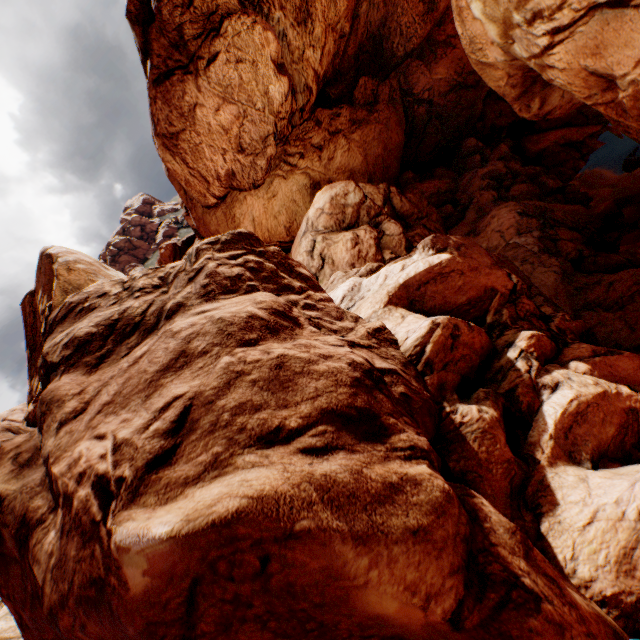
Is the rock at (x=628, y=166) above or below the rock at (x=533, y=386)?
below

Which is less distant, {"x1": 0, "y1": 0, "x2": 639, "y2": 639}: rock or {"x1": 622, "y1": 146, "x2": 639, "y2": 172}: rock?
{"x1": 0, "y1": 0, "x2": 639, "y2": 639}: rock

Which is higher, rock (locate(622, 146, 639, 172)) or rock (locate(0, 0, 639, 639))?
rock (locate(0, 0, 639, 639))

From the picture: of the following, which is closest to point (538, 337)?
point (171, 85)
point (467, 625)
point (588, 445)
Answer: point (588, 445)

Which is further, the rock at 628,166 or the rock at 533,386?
the rock at 628,166
